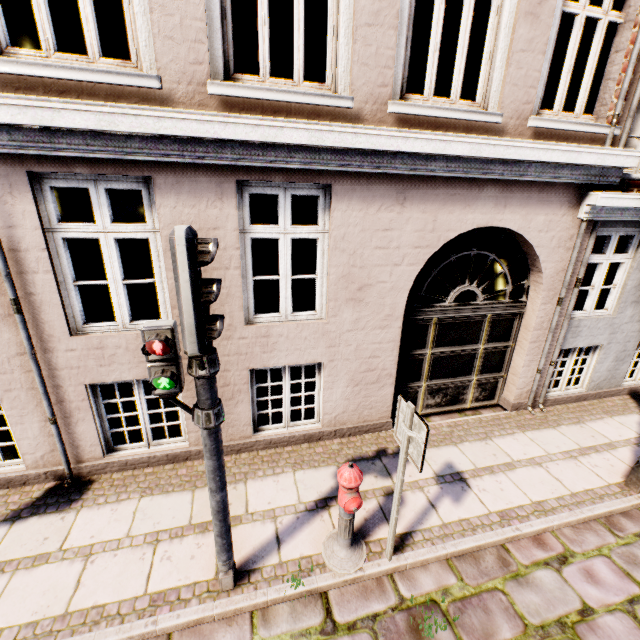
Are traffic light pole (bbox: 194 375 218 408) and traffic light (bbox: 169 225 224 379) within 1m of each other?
yes

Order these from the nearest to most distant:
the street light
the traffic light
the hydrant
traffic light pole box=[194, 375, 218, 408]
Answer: the traffic light → traffic light pole box=[194, 375, 218, 408] → the hydrant → the street light

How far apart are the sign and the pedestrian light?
1.55m

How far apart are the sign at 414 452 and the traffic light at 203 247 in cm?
170

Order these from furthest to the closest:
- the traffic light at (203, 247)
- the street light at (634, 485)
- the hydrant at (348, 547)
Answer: the street light at (634, 485), the hydrant at (348, 547), the traffic light at (203, 247)

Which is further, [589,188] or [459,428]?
[459,428]

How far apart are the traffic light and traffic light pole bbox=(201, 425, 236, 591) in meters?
0.5 m

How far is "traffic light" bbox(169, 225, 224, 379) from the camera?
1.73m
